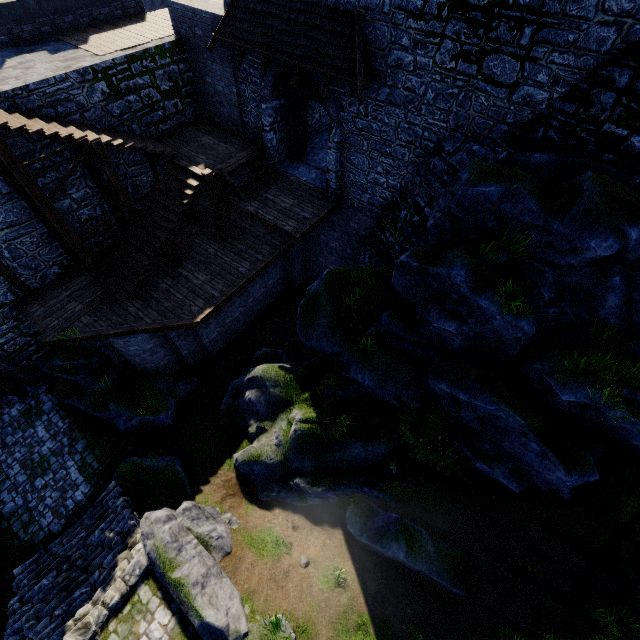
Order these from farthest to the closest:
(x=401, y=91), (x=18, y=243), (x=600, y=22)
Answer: (x=18, y=243)
(x=401, y=91)
(x=600, y=22)

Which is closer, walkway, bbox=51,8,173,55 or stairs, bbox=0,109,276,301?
stairs, bbox=0,109,276,301

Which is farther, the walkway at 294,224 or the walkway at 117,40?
the walkway at 294,224

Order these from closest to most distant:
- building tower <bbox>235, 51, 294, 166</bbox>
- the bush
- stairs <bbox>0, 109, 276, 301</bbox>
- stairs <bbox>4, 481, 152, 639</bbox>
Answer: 1. stairs <bbox>4, 481, 152, 639</bbox>
2. the bush
3. stairs <bbox>0, 109, 276, 301</bbox>
4. building tower <bbox>235, 51, 294, 166</bbox>

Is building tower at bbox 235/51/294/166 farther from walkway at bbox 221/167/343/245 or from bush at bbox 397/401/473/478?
bush at bbox 397/401/473/478

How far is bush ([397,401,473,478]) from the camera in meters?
9.1 m

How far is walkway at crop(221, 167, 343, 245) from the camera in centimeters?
1207cm

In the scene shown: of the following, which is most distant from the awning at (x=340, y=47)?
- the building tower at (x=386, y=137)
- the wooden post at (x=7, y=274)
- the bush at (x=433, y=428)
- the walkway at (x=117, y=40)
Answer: the wooden post at (x=7, y=274)
